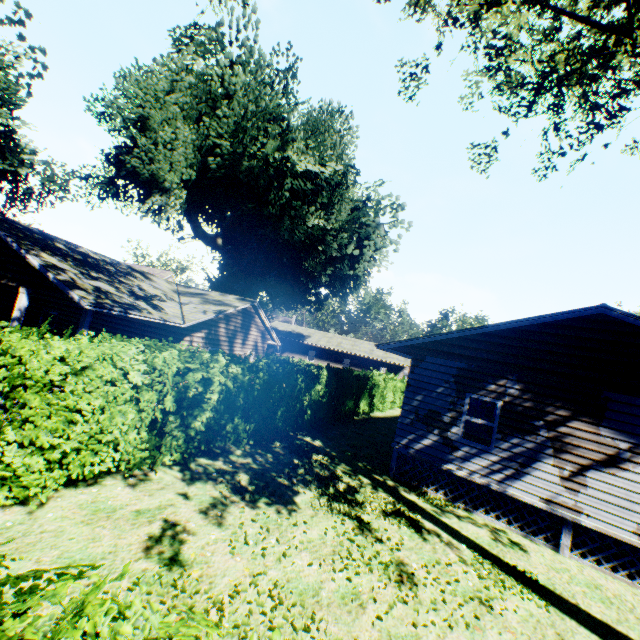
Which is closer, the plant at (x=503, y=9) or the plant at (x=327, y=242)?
the plant at (x=503, y=9)

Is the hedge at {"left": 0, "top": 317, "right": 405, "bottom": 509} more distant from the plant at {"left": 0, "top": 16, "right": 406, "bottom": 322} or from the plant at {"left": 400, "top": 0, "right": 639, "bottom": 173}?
the plant at {"left": 400, "top": 0, "right": 639, "bottom": 173}

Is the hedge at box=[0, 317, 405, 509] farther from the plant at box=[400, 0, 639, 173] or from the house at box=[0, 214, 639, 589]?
the house at box=[0, 214, 639, 589]

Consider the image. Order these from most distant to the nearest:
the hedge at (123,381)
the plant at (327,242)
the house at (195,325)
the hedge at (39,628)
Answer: the plant at (327,242) → the house at (195,325) → the hedge at (123,381) → the hedge at (39,628)

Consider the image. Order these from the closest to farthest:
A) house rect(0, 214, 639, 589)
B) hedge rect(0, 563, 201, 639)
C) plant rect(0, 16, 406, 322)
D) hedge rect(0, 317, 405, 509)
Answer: hedge rect(0, 563, 201, 639) → hedge rect(0, 317, 405, 509) → house rect(0, 214, 639, 589) → plant rect(0, 16, 406, 322)

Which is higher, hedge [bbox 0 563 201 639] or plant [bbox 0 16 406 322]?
plant [bbox 0 16 406 322]

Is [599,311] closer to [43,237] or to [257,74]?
[43,237]

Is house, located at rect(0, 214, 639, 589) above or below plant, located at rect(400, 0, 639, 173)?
below
